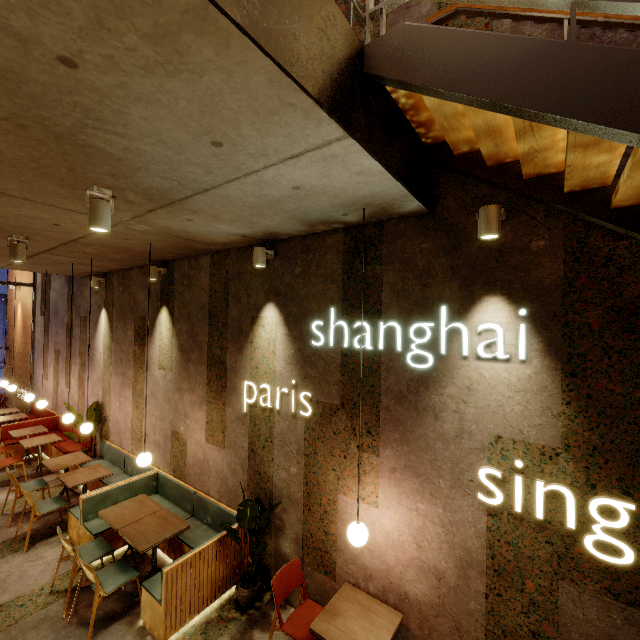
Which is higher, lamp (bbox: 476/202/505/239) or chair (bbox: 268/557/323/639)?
lamp (bbox: 476/202/505/239)

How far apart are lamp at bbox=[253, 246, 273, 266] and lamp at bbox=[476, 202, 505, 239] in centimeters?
246cm

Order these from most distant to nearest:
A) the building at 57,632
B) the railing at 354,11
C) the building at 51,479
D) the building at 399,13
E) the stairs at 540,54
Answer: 1. the building at 51,479
2. the building at 57,632
3. the building at 399,13
4. the railing at 354,11
5. the stairs at 540,54

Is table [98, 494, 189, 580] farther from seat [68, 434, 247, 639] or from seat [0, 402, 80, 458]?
seat [0, 402, 80, 458]

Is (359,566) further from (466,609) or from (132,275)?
(132,275)

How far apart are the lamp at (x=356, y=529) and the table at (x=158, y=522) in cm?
252

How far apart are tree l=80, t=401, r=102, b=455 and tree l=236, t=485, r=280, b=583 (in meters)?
4.75

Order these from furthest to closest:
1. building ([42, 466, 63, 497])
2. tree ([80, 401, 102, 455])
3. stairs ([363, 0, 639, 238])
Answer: tree ([80, 401, 102, 455]) → building ([42, 466, 63, 497]) → stairs ([363, 0, 639, 238])
